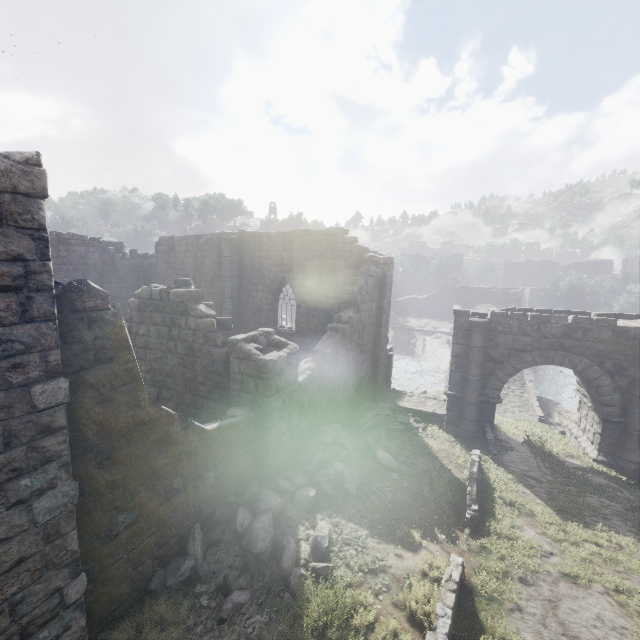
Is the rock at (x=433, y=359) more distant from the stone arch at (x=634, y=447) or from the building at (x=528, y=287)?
the building at (x=528, y=287)

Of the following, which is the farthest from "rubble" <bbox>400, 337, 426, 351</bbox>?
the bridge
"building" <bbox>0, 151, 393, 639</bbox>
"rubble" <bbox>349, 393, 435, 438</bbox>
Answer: "rubble" <bbox>349, 393, 435, 438</bbox>

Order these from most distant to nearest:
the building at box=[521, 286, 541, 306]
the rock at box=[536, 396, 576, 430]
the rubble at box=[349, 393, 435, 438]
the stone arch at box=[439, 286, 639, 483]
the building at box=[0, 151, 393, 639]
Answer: the building at box=[521, 286, 541, 306]
the rock at box=[536, 396, 576, 430]
the rubble at box=[349, 393, 435, 438]
the stone arch at box=[439, 286, 639, 483]
the building at box=[0, 151, 393, 639]

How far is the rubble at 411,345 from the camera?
40.03m

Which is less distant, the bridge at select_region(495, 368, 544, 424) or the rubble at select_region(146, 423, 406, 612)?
the rubble at select_region(146, 423, 406, 612)

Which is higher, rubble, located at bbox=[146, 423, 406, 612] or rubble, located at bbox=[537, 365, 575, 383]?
rubble, located at bbox=[146, 423, 406, 612]

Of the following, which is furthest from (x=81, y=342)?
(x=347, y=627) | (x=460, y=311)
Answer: (x=460, y=311)

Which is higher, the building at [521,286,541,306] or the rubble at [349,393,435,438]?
the building at [521,286,541,306]
